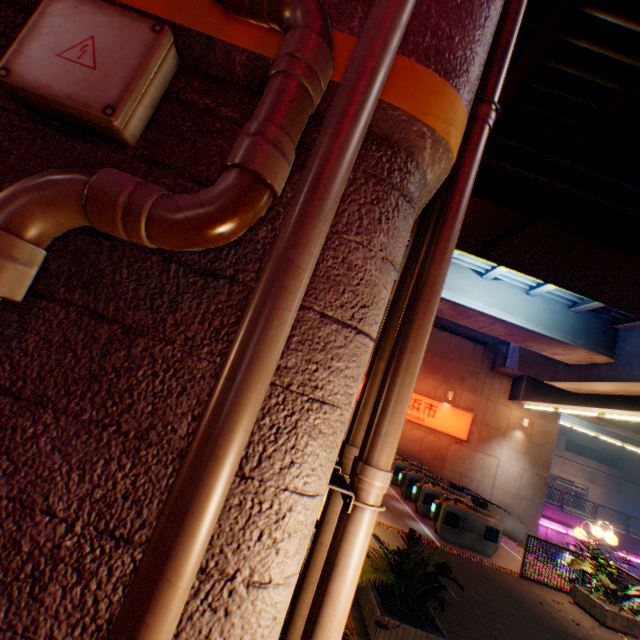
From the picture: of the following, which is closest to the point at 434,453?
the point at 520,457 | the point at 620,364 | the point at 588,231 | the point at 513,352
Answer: the point at 520,457

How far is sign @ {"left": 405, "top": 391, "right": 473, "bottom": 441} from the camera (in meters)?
18.20

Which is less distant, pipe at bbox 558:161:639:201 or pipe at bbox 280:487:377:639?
pipe at bbox 280:487:377:639

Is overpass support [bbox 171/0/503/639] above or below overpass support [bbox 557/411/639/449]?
below

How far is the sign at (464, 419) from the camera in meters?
18.2 m

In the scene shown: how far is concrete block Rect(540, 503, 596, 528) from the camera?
22.0m

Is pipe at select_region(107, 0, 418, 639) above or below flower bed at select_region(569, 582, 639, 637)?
above

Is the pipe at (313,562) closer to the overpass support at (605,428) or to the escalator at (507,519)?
the overpass support at (605,428)
